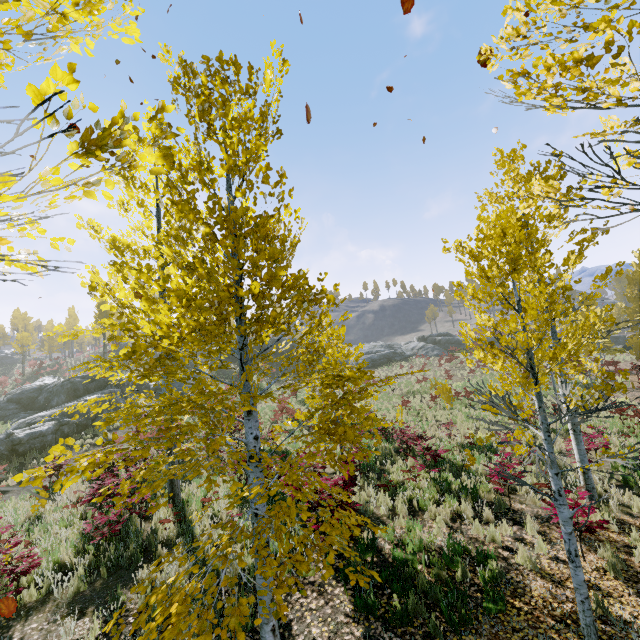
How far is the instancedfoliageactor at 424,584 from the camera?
5.43m

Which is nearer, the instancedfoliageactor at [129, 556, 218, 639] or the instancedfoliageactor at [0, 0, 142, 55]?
the instancedfoliageactor at [0, 0, 142, 55]

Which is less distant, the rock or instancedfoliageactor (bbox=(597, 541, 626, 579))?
instancedfoliageactor (bbox=(597, 541, 626, 579))

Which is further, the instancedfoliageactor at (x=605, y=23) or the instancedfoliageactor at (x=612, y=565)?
the instancedfoliageactor at (x=612, y=565)

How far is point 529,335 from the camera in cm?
441

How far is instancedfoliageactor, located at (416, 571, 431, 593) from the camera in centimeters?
543cm

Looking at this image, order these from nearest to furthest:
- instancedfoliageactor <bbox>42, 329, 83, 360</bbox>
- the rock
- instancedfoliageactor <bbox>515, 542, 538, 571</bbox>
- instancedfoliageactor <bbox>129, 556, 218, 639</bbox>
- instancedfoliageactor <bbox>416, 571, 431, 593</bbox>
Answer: instancedfoliageactor <bbox>129, 556, 218, 639</bbox>
instancedfoliageactor <bbox>416, 571, 431, 593</bbox>
instancedfoliageactor <bbox>515, 542, 538, 571</bbox>
instancedfoliageactor <bbox>42, 329, 83, 360</bbox>
the rock
